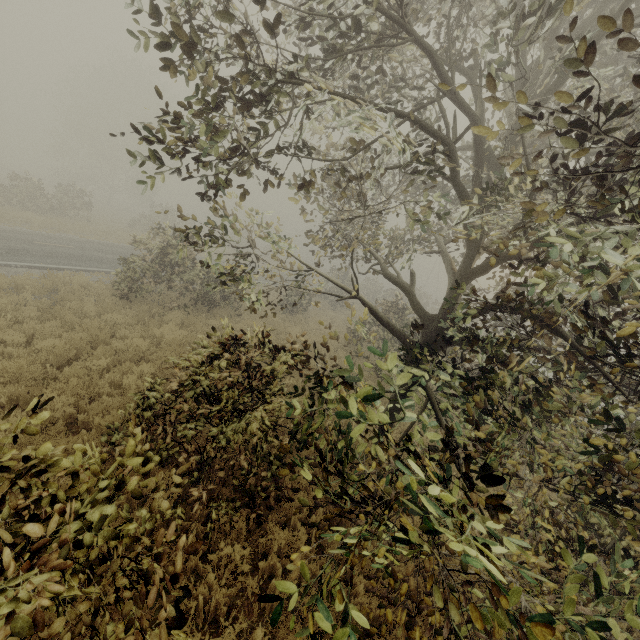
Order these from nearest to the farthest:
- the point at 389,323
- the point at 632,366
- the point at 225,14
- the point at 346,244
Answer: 1. the point at 632,366
2. the point at 225,14
3. the point at 389,323
4. the point at 346,244
